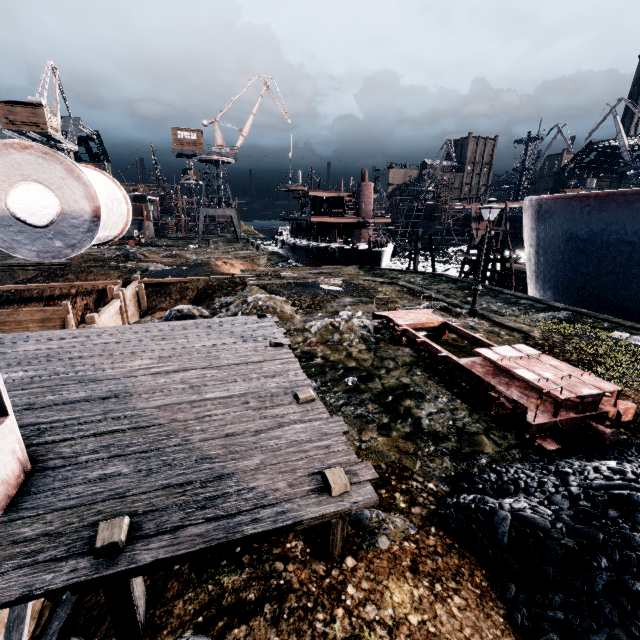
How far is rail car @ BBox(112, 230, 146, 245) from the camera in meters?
45.1 m

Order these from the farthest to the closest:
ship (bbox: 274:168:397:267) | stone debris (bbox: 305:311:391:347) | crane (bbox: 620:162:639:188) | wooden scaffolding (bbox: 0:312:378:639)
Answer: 1. crane (bbox: 620:162:639:188)
2. ship (bbox: 274:168:397:267)
3. stone debris (bbox: 305:311:391:347)
4. wooden scaffolding (bbox: 0:312:378:639)

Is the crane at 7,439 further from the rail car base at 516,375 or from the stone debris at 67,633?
the rail car base at 516,375

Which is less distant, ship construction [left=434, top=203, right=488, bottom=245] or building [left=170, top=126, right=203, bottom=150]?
ship construction [left=434, top=203, right=488, bottom=245]

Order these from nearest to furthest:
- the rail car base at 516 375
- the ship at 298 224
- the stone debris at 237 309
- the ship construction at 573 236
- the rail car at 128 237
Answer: the rail car base at 516 375, the stone debris at 237 309, the ship construction at 573 236, the ship at 298 224, the rail car at 128 237

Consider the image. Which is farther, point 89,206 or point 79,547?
point 79,547

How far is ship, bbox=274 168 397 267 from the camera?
38.6 meters

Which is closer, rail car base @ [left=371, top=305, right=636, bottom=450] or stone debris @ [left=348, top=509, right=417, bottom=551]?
stone debris @ [left=348, top=509, right=417, bottom=551]
